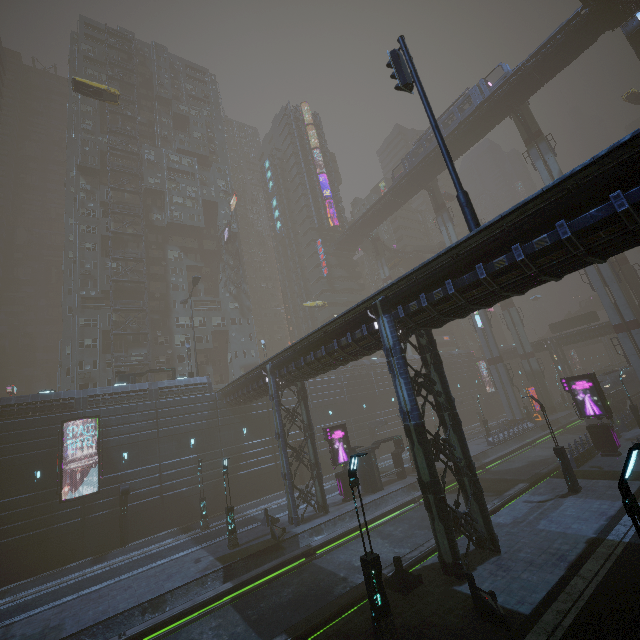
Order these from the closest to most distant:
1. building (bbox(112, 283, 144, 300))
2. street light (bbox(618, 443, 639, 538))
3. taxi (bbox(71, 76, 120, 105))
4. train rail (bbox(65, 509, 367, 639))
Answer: street light (bbox(618, 443, 639, 538)) → train rail (bbox(65, 509, 367, 639)) → taxi (bbox(71, 76, 120, 105)) → building (bbox(112, 283, 144, 300))

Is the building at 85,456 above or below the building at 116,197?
below

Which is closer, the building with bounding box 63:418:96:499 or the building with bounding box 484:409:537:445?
the building with bounding box 63:418:96:499

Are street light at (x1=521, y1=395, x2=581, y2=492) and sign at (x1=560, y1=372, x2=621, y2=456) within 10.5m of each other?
yes

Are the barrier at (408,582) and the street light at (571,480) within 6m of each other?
Answer: no

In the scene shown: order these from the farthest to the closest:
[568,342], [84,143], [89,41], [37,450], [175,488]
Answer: [89,41] < [568,342] < [84,143] < [175,488] < [37,450]

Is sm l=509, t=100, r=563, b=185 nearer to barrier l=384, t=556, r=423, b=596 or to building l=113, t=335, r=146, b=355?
building l=113, t=335, r=146, b=355

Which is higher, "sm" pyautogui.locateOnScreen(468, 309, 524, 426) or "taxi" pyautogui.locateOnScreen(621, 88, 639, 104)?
"taxi" pyautogui.locateOnScreen(621, 88, 639, 104)
